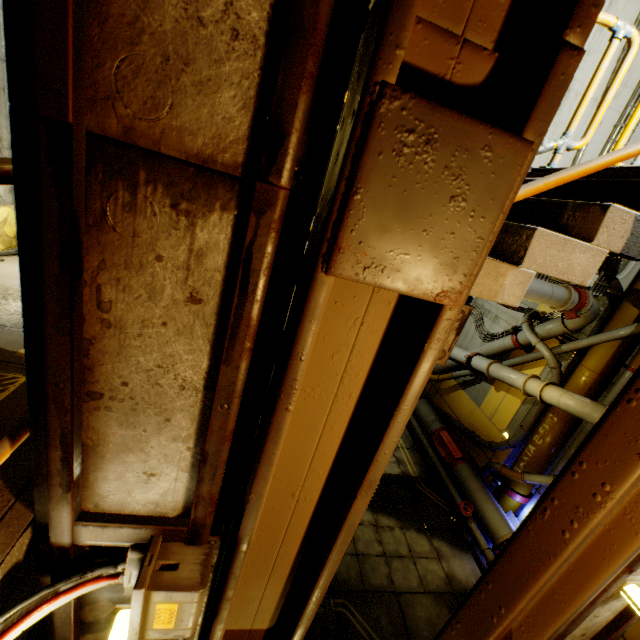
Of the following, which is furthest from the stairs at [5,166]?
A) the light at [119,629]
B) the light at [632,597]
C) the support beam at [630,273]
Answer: the support beam at [630,273]

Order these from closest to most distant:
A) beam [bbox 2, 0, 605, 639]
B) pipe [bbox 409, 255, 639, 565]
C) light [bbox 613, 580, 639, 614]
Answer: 1. beam [bbox 2, 0, 605, 639]
2. light [bbox 613, 580, 639, 614]
3. pipe [bbox 409, 255, 639, 565]

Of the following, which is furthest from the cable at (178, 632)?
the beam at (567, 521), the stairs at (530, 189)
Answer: the beam at (567, 521)

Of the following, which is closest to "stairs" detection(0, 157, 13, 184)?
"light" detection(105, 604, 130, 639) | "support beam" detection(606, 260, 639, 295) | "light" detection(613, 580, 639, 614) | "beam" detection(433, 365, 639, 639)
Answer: "beam" detection(433, 365, 639, 639)

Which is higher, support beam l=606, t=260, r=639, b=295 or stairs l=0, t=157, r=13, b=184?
support beam l=606, t=260, r=639, b=295

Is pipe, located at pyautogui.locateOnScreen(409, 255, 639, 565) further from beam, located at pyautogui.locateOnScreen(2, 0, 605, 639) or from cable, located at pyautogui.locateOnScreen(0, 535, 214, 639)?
cable, located at pyautogui.locateOnScreen(0, 535, 214, 639)

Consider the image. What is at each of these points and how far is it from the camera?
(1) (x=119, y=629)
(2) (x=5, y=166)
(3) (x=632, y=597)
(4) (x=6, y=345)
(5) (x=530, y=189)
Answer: (1) light, 1.5m
(2) stairs, 0.9m
(3) light, 2.1m
(4) stairs, 2.2m
(5) stairs, 1.8m

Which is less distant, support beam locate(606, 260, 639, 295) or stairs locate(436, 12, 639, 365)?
stairs locate(436, 12, 639, 365)
